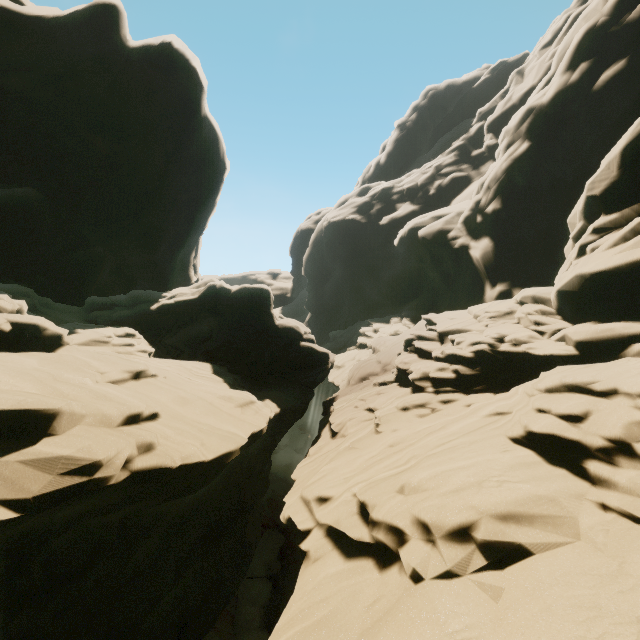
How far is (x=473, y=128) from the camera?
53.3m
